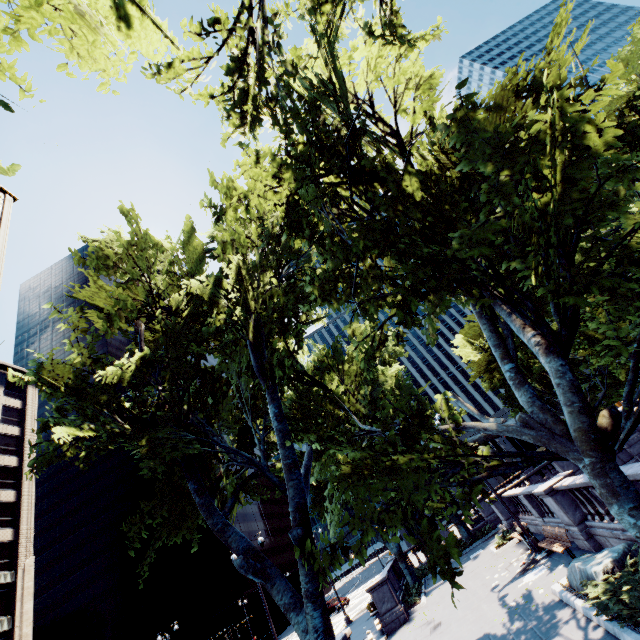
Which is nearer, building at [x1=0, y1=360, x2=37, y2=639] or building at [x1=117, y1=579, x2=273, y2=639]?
building at [x1=0, y1=360, x2=37, y2=639]

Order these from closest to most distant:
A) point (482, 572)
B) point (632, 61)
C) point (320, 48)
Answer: point (320, 48), point (482, 572), point (632, 61)

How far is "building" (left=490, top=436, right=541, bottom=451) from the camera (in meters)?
55.84

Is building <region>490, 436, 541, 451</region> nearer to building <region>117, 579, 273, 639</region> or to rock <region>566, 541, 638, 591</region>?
building <region>117, 579, 273, 639</region>

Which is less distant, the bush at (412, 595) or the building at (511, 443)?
the bush at (412, 595)

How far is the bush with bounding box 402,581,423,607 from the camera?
20.1m

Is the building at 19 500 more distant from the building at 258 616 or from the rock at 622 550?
the rock at 622 550

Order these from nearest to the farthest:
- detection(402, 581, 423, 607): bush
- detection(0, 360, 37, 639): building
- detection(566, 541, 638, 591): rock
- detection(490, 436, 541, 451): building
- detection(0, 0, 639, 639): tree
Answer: A: detection(0, 0, 639, 639): tree → detection(566, 541, 638, 591): rock → detection(402, 581, 423, 607): bush → detection(0, 360, 37, 639): building → detection(490, 436, 541, 451): building
